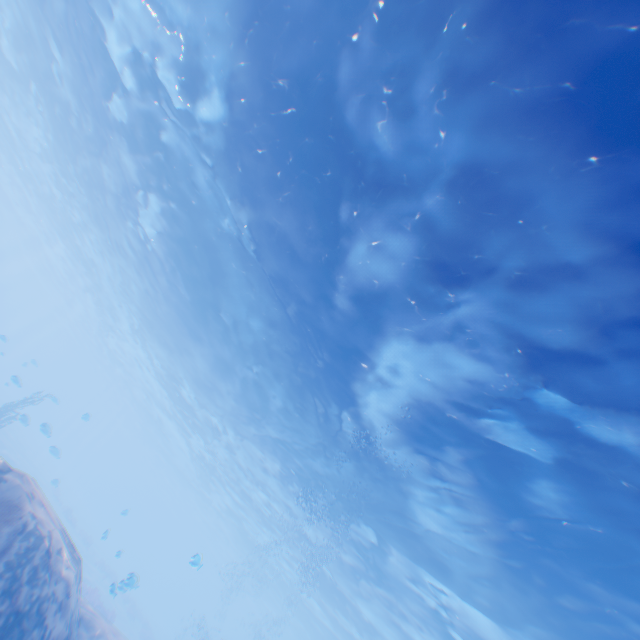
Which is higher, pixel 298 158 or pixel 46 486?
pixel 298 158
